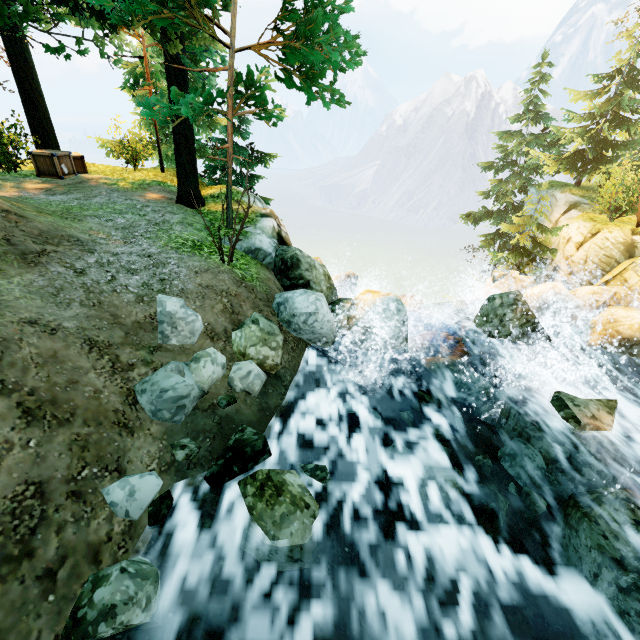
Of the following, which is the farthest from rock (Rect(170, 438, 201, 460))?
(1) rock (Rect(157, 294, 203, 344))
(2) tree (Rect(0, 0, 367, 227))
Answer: (2) tree (Rect(0, 0, 367, 227))

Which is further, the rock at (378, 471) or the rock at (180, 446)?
the rock at (378, 471)

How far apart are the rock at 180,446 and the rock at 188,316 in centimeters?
24cm

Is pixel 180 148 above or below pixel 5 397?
above

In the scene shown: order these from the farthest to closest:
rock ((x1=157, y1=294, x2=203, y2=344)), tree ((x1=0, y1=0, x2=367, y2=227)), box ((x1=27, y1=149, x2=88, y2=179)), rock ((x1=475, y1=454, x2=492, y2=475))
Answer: box ((x1=27, y1=149, x2=88, y2=179)) < tree ((x1=0, y1=0, x2=367, y2=227)) < rock ((x1=475, y1=454, x2=492, y2=475)) < rock ((x1=157, y1=294, x2=203, y2=344))

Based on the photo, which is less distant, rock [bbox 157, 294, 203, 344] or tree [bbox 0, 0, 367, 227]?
rock [bbox 157, 294, 203, 344]

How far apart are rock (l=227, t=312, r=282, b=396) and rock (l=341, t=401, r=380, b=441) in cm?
116
